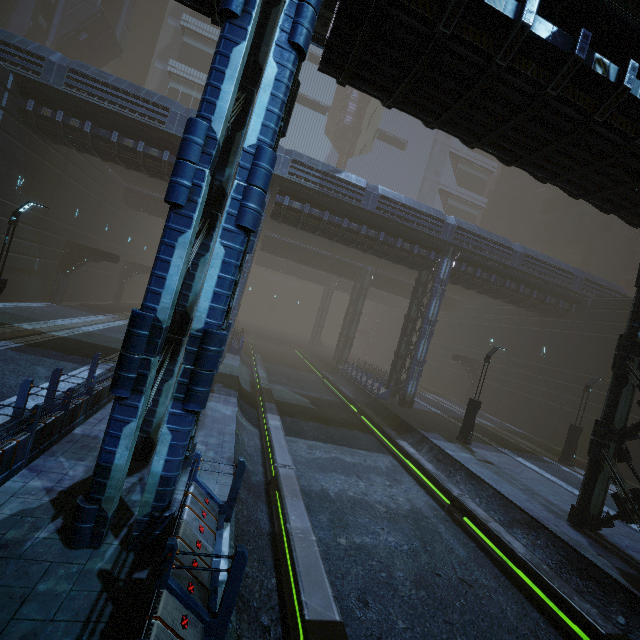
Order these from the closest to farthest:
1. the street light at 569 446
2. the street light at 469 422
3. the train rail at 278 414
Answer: the train rail at 278 414 < the street light at 469 422 < the street light at 569 446

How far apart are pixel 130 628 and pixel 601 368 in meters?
30.0 m

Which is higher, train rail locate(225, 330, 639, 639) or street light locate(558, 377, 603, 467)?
street light locate(558, 377, 603, 467)

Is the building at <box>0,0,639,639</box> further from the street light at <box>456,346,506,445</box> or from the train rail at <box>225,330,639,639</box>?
the street light at <box>456,346,506,445</box>

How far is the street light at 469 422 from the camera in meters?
17.4 m

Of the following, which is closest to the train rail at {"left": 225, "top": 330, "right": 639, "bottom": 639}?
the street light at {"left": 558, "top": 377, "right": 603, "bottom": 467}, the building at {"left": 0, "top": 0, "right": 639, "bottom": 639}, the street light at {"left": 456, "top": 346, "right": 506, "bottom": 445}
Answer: the building at {"left": 0, "top": 0, "right": 639, "bottom": 639}

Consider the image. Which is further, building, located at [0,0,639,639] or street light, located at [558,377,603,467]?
street light, located at [558,377,603,467]
